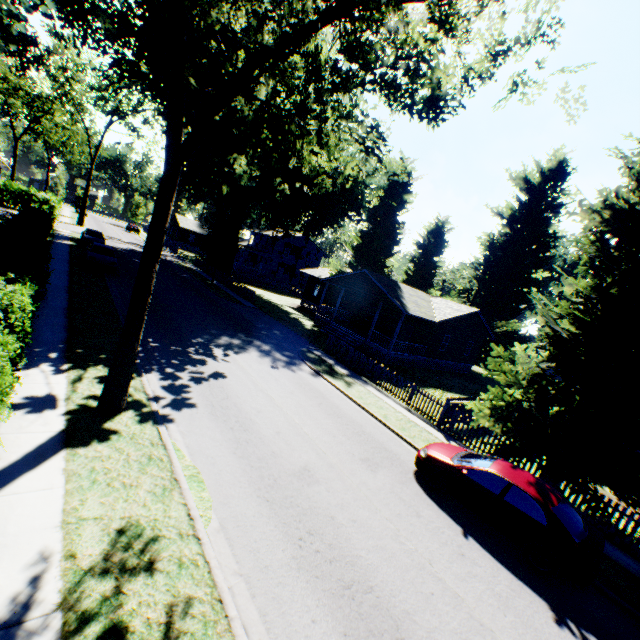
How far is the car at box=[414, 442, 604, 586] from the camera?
→ 7.7 meters

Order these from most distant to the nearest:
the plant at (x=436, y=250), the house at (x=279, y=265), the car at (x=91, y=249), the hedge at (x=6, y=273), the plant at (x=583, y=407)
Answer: the plant at (x=436, y=250) < the house at (x=279, y=265) < the car at (x=91, y=249) < the plant at (x=583, y=407) < the hedge at (x=6, y=273)

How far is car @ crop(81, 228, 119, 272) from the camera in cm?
2314

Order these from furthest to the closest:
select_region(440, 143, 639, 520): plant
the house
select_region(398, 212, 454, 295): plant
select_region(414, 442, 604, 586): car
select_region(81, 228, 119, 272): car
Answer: select_region(398, 212, 454, 295): plant
the house
select_region(81, 228, 119, 272): car
select_region(440, 143, 639, 520): plant
select_region(414, 442, 604, 586): car

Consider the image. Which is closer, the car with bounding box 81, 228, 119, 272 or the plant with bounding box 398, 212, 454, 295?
the car with bounding box 81, 228, 119, 272

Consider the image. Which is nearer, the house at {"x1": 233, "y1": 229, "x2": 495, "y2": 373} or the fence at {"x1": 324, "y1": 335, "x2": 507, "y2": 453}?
the fence at {"x1": 324, "y1": 335, "x2": 507, "y2": 453}

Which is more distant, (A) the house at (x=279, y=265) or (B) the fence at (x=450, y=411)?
(A) the house at (x=279, y=265)

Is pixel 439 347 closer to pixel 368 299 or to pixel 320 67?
pixel 368 299
